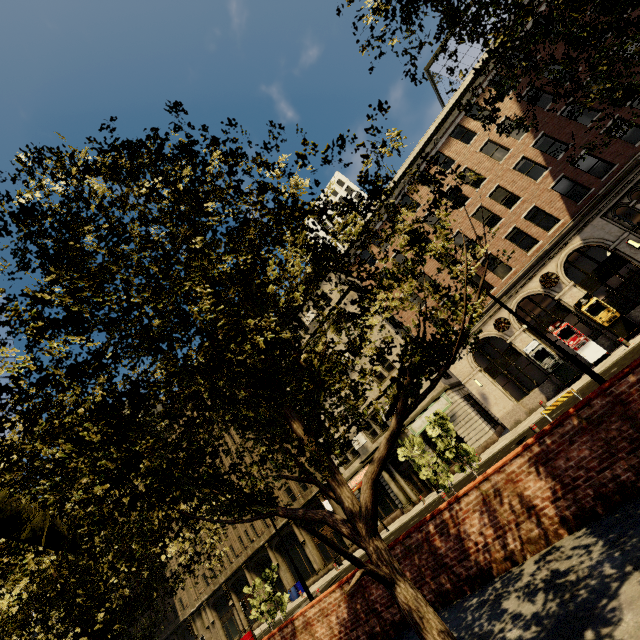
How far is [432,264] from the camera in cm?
2591

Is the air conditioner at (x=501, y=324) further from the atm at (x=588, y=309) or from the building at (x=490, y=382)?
the atm at (x=588, y=309)

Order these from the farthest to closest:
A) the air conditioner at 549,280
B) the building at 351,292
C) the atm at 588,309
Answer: the building at 351,292 → the air conditioner at 549,280 → the atm at 588,309

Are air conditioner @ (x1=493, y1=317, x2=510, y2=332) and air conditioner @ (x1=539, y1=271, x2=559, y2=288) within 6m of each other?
yes

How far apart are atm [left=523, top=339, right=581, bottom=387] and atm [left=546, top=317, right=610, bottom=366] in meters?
0.8 m

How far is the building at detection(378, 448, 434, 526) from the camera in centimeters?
2511cm

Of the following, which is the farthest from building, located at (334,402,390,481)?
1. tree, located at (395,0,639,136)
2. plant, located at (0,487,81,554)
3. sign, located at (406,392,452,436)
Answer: plant, located at (0,487,81,554)
